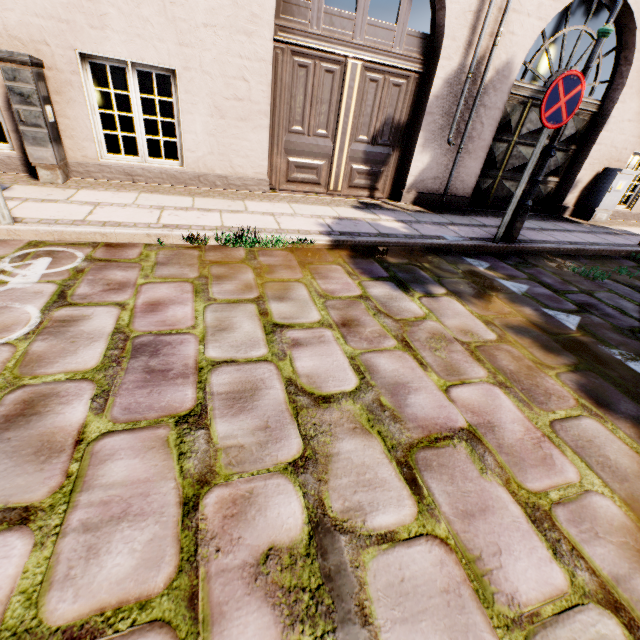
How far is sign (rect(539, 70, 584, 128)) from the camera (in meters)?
3.46

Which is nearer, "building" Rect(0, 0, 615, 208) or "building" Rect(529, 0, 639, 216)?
"building" Rect(0, 0, 615, 208)

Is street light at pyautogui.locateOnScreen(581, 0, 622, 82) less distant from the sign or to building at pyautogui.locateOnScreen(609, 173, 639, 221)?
the sign

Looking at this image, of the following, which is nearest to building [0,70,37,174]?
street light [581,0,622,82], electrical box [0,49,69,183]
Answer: street light [581,0,622,82]

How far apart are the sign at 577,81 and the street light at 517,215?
0.1 meters

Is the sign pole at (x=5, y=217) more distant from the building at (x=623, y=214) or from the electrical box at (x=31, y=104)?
the building at (x=623, y=214)

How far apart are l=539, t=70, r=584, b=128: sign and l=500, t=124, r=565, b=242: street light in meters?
0.1 m

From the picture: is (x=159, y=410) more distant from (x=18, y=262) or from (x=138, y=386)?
(x=18, y=262)
